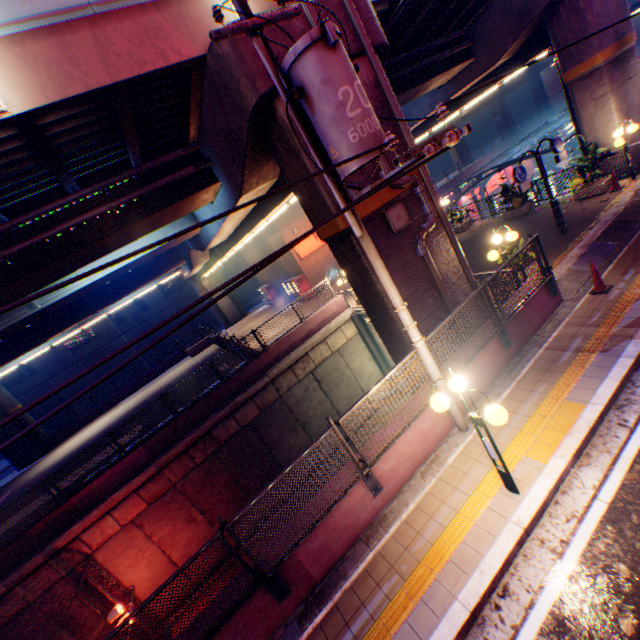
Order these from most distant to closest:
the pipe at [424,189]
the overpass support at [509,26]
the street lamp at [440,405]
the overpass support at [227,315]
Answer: the overpass support at [227,315] → the overpass support at [509,26] → the pipe at [424,189] → the street lamp at [440,405]

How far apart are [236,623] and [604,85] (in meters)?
20.64

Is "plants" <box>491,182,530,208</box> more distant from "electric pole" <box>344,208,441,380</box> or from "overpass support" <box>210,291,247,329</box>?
"electric pole" <box>344,208,441,380</box>

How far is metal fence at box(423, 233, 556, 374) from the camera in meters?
6.8

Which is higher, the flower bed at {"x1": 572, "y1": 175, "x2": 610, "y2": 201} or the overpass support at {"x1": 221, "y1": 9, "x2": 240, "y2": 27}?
the overpass support at {"x1": 221, "y1": 9, "x2": 240, "y2": 27}

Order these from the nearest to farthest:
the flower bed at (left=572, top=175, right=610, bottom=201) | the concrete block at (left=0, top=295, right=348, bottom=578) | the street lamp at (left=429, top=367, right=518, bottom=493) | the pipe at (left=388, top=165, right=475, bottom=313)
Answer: the street lamp at (left=429, top=367, right=518, bottom=493) < the pipe at (left=388, top=165, right=475, bottom=313) < the concrete block at (left=0, top=295, right=348, bottom=578) < the flower bed at (left=572, top=175, right=610, bottom=201)

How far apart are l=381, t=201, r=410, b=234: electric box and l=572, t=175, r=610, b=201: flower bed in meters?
10.8 m

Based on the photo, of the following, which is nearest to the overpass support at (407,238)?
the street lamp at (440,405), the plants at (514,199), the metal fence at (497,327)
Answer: the metal fence at (497,327)
